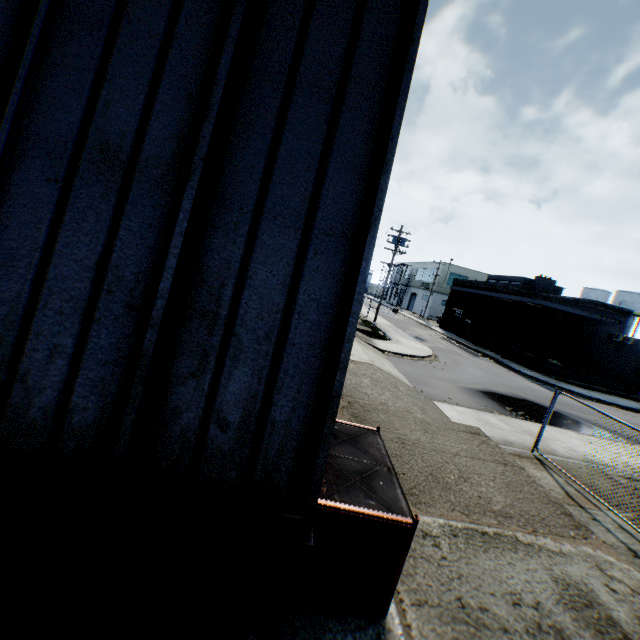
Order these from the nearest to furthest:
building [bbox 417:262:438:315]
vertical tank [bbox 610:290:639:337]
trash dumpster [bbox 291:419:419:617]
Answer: trash dumpster [bbox 291:419:419:617], vertical tank [bbox 610:290:639:337], building [bbox 417:262:438:315]

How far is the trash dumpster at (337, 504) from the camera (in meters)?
3.28

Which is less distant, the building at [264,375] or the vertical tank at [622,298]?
the building at [264,375]

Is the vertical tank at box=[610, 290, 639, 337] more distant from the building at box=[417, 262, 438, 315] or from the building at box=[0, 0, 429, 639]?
the building at box=[0, 0, 429, 639]

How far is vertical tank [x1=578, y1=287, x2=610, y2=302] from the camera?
56.6 meters

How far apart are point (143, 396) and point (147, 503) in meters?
0.7 m

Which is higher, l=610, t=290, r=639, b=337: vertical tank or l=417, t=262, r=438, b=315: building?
l=610, t=290, r=639, b=337: vertical tank

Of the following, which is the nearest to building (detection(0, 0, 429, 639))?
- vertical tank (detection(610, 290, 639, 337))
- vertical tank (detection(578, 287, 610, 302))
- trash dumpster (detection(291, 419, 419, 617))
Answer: trash dumpster (detection(291, 419, 419, 617))
